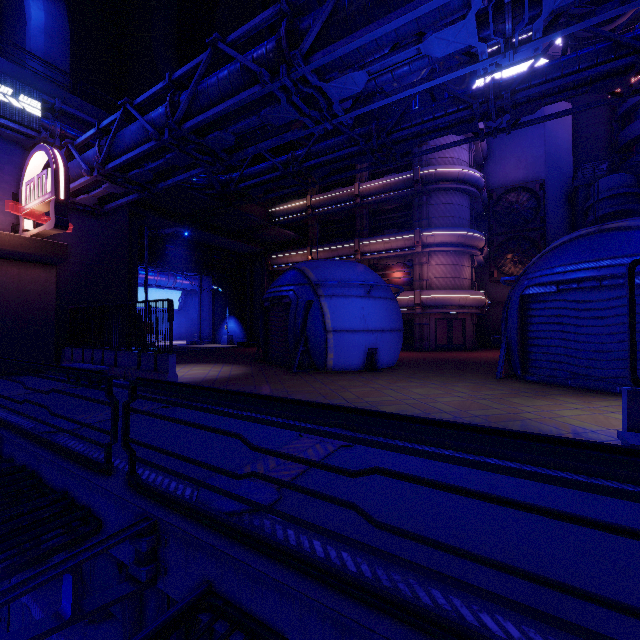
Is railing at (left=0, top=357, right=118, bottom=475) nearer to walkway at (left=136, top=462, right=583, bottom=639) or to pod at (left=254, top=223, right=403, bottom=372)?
walkway at (left=136, top=462, right=583, bottom=639)

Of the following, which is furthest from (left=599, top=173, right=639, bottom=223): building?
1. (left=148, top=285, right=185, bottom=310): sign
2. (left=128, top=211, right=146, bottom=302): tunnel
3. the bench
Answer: (left=148, top=285, right=185, bottom=310): sign

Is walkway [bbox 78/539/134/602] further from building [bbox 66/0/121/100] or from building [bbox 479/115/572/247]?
building [bbox 66/0/121/100]

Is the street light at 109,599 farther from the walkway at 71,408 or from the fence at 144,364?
the fence at 144,364

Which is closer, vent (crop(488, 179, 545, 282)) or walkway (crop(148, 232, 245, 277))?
walkway (crop(148, 232, 245, 277))

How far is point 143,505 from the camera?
3.31m

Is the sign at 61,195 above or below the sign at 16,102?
below

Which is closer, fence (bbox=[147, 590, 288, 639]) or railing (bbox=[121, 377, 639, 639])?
railing (bbox=[121, 377, 639, 639])
